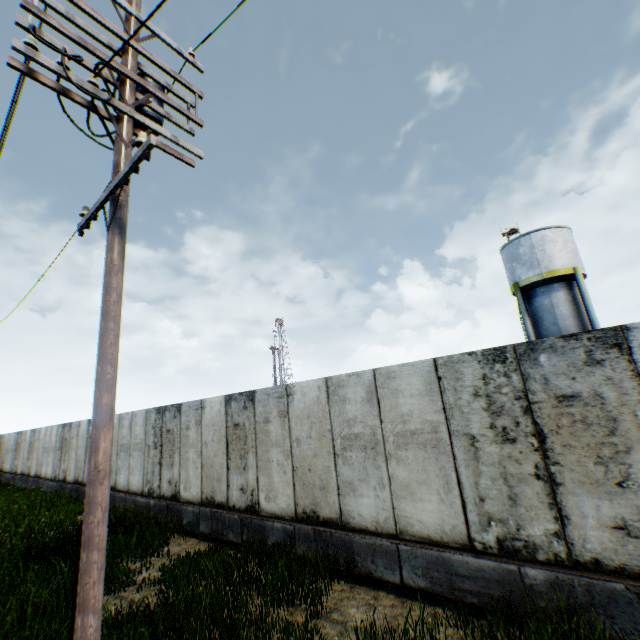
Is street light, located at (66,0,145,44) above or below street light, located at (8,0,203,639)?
above

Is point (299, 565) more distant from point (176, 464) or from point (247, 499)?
point (176, 464)

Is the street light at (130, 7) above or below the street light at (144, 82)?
above

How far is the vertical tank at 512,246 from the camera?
18.8m

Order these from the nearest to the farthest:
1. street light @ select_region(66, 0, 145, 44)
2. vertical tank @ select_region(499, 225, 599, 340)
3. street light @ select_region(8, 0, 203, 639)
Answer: street light @ select_region(8, 0, 203, 639) < street light @ select_region(66, 0, 145, 44) < vertical tank @ select_region(499, 225, 599, 340)

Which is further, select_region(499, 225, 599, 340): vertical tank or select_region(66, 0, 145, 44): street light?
select_region(499, 225, 599, 340): vertical tank

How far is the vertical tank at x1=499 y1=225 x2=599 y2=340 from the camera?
18.8m
